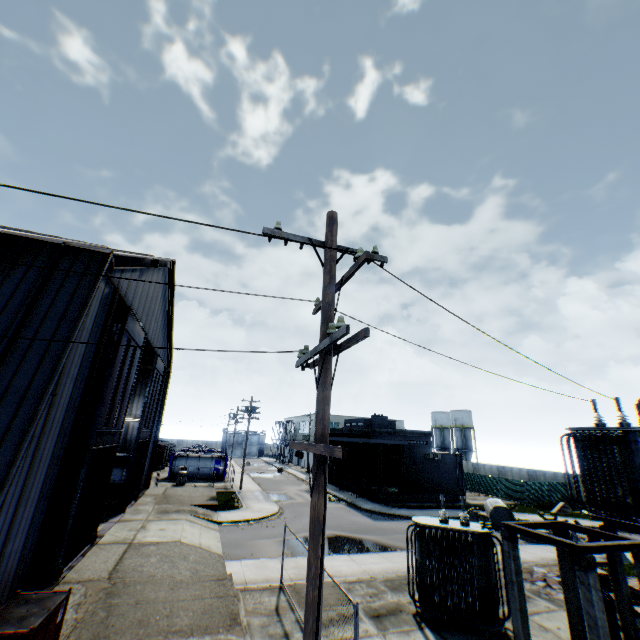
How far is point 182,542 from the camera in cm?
1611

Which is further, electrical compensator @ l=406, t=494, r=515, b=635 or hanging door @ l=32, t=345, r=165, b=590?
hanging door @ l=32, t=345, r=165, b=590

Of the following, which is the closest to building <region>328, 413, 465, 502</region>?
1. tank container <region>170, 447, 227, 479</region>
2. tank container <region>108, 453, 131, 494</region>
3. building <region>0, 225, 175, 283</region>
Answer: tank container <region>170, 447, 227, 479</region>

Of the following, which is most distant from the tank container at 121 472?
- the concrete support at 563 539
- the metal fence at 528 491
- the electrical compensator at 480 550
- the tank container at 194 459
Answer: the concrete support at 563 539

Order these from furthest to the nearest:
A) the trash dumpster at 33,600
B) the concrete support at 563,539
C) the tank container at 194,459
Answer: the tank container at 194,459
the concrete support at 563,539
the trash dumpster at 33,600

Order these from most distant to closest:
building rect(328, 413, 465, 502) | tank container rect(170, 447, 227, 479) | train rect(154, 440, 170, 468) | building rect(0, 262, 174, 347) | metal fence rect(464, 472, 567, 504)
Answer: train rect(154, 440, 170, 468) < tank container rect(170, 447, 227, 479) < metal fence rect(464, 472, 567, 504) < building rect(328, 413, 465, 502) < building rect(0, 262, 174, 347)

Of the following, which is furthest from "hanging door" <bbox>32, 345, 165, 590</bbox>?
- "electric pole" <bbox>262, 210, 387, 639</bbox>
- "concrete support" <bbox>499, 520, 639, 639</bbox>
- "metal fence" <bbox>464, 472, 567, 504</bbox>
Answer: "concrete support" <bbox>499, 520, 639, 639</bbox>

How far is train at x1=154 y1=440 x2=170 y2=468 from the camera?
47.6 meters
